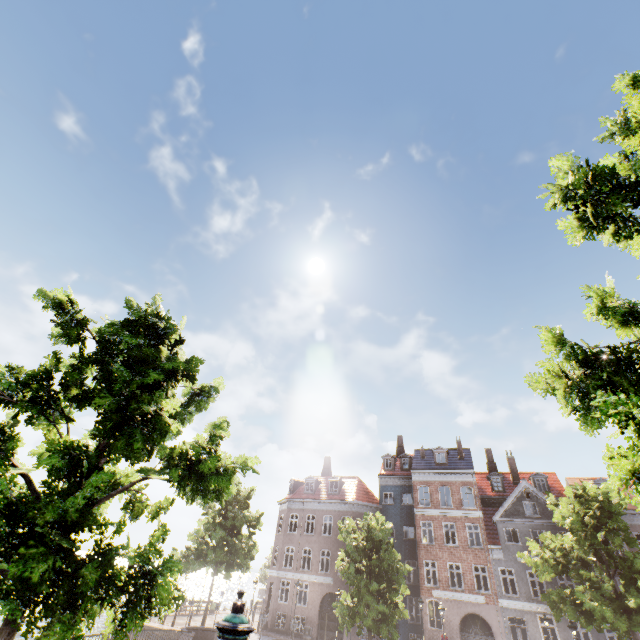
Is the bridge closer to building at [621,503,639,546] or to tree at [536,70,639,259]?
tree at [536,70,639,259]

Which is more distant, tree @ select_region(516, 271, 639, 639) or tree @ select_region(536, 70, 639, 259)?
tree @ select_region(536, 70, 639, 259)

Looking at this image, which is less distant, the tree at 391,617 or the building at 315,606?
the tree at 391,617

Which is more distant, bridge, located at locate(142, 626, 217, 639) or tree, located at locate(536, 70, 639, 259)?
bridge, located at locate(142, 626, 217, 639)

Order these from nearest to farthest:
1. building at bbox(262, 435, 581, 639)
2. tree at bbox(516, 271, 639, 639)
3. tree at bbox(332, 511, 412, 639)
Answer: tree at bbox(516, 271, 639, 639) → tree at bbox(332, 511, 412, 639) → building at bbox(262, 435, 581, 639)

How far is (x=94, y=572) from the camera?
5.5 meters
